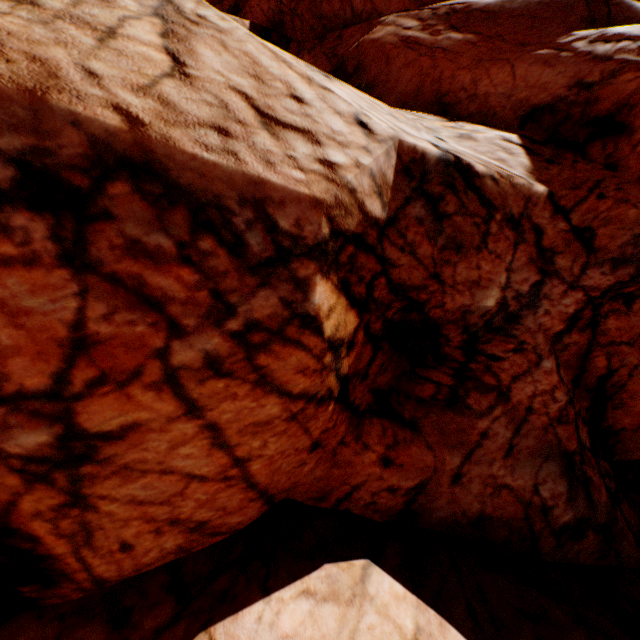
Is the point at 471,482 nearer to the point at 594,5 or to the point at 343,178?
the point at 343,178
